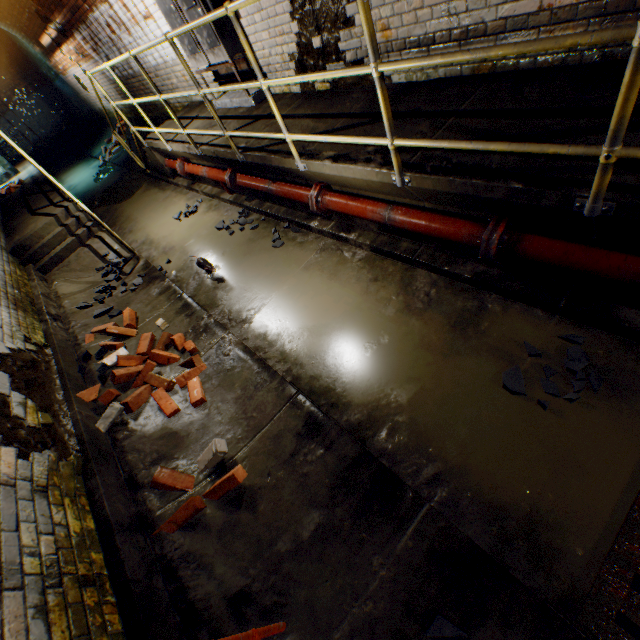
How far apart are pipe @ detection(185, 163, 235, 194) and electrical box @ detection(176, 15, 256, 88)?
1.06m

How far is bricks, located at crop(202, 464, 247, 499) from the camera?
2.2m

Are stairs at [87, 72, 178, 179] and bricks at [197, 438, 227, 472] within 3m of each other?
no

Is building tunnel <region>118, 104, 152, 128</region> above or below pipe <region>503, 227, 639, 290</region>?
above

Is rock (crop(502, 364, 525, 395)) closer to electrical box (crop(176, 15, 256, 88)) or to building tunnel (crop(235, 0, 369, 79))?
building tunnel (crop(235, 0, 369, 79))

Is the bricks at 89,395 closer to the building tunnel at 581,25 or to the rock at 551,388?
the building tunnel at 581,25

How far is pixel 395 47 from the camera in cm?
319

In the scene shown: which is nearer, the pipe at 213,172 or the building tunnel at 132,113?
the pipe at 213,172
